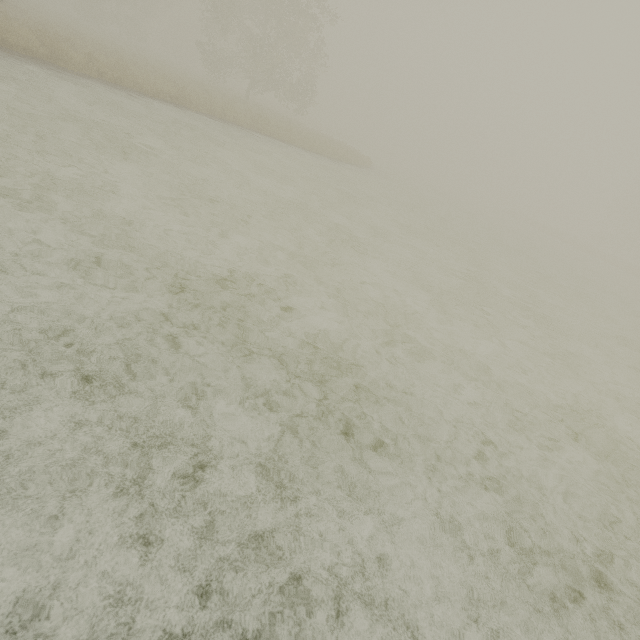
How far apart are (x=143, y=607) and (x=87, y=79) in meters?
16.7
